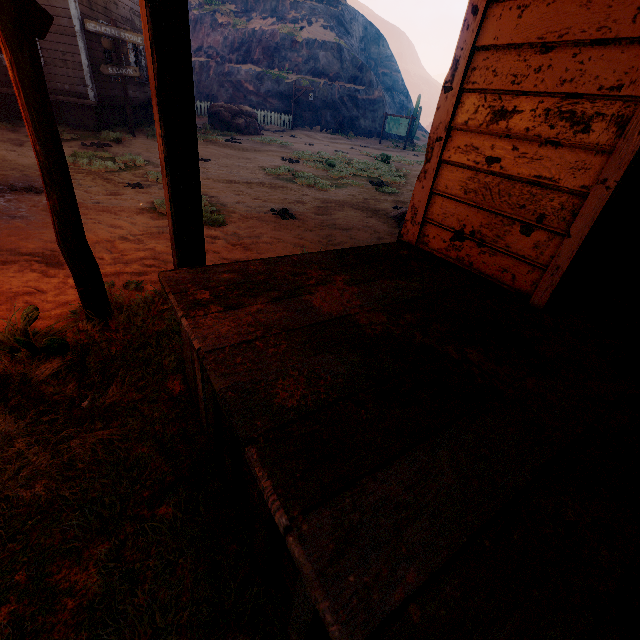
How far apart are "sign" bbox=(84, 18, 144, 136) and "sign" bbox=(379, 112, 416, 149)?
19.22m

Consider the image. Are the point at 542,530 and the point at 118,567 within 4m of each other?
yes

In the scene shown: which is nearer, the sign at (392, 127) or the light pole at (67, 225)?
the light pole at (67, 225)

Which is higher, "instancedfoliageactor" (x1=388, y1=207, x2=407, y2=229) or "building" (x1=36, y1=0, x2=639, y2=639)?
"building" (x1=36, y1=0, x2=639, y2=639)

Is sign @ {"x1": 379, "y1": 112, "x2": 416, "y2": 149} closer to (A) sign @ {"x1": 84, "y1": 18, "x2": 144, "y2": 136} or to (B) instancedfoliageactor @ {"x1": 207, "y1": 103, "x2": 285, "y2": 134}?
(B) instancedfoliageactor @ {"x1": 207, "y1": 103, "x2": 285, "y2": 134}

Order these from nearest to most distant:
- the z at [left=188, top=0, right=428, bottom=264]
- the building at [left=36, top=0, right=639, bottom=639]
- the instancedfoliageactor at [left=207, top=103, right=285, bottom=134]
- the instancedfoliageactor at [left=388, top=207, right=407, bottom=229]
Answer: the building at [left=36, top=0, right=639, bottom=639]
the z at [left=188, top=0, right=428, bottom=264]
the instancedfoliageactor at [left=388, top=207, right=407, bottom=229]
the instancedfoliageactor at [left=207, top=103, right=285, bottom=134]

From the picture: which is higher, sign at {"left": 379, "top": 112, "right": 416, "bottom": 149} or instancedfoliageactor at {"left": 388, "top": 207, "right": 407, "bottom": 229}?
sign at {"left": 379, "top": 112, "right": 416, "bottom": 149}

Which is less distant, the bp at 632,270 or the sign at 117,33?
the bp at 632,270
